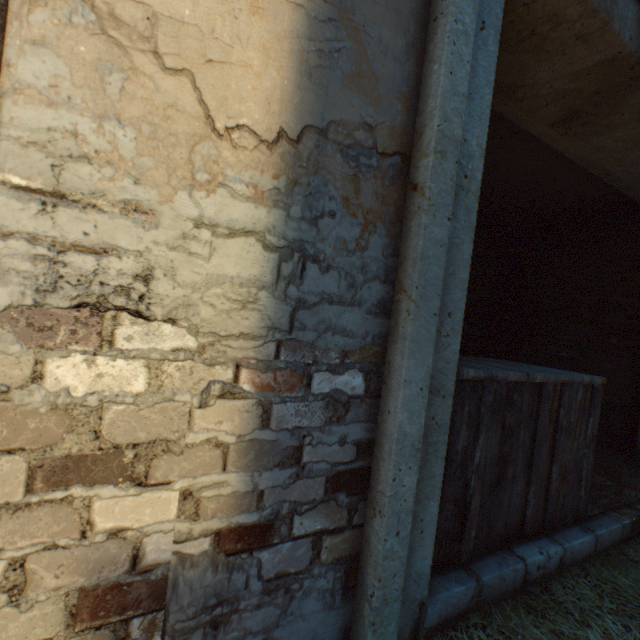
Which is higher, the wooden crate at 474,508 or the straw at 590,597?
the wooden crate at 474,508

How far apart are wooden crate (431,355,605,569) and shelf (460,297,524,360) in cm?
146

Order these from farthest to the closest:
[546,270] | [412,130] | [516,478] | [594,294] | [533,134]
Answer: [546,270], [594,294], [533,134], [516,478], [412,130]

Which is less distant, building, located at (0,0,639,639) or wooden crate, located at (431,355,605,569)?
building, located at (0,0,639,639)

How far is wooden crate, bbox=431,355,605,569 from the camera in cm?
158

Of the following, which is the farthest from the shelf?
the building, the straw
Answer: the straw

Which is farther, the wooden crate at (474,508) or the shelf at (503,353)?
the shelf at (503,353)
